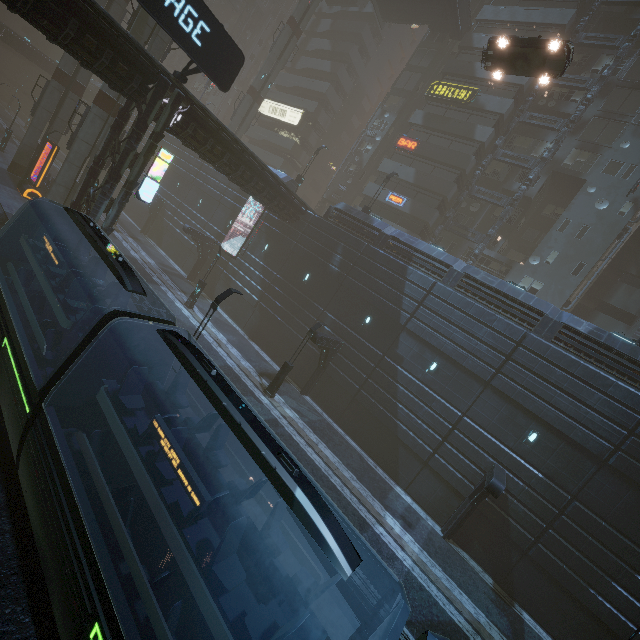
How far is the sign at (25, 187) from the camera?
25.20m

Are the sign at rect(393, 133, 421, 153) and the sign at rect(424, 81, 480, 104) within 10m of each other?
yes

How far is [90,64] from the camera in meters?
14.5

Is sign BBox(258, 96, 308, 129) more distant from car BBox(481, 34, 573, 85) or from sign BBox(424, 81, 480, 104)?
sign BBox(424, 81, 480, 104)

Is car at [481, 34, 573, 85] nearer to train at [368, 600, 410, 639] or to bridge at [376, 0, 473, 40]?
bridge at [376, 0, 473, 40]

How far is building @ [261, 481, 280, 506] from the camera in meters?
11.8 m

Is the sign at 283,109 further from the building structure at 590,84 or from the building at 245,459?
the building structure at 590,84

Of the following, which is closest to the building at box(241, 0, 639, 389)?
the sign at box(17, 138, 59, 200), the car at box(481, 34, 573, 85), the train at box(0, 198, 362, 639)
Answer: the sign at box(17, 138, 59, 200)
